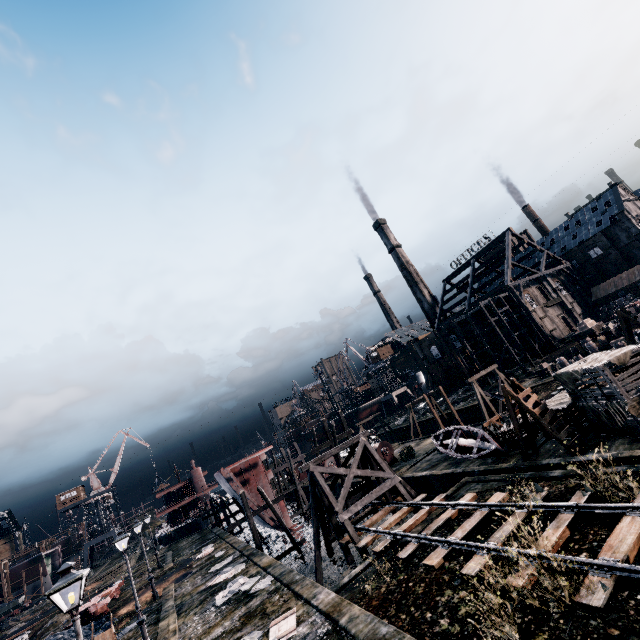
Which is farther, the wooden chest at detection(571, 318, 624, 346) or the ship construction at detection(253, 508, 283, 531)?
the wooden chest at detection(571, 318, 624, 346)

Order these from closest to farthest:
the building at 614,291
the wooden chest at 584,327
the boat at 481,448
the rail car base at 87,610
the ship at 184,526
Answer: the boat at 481,448
the rail car base at 87,610
the wooden chest at 584,327
the building at 614,291
the ship at 184,526

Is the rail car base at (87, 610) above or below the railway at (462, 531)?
above

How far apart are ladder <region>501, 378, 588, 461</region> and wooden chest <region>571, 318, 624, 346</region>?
32.23m

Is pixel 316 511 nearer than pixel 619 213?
Yes

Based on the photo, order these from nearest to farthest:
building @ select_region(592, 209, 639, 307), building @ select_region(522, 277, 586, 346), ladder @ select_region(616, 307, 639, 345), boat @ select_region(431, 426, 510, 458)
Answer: boat @ select_region(431, 426, 510, 458), ladder @ select_region(616, 307, 639, 345), building @ select_region(522, 277, 586, 346), building @ select_region(592, 209, 639, 307)

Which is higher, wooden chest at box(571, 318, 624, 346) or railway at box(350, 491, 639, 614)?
wooden chest at box(571, 318, 624, 346)

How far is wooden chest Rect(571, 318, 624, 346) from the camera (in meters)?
39.19
